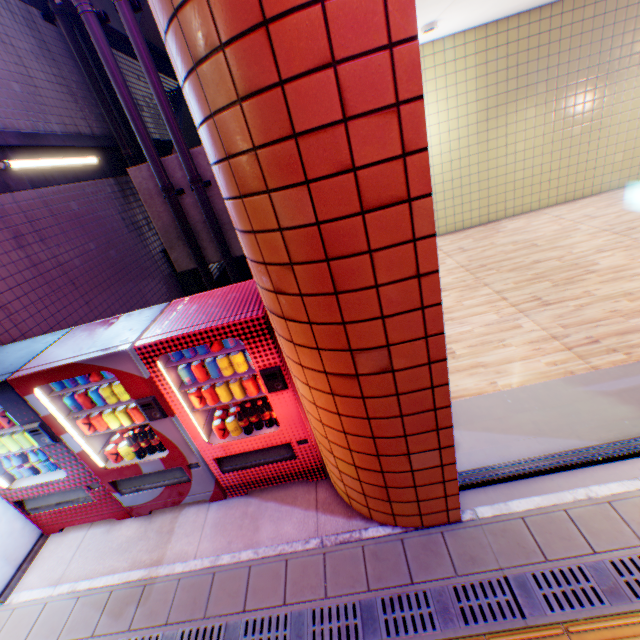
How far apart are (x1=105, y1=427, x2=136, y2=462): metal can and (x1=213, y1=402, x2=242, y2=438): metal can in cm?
93

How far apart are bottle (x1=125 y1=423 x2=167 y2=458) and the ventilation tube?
5.8 meters

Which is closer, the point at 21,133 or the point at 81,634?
the point at 81,634

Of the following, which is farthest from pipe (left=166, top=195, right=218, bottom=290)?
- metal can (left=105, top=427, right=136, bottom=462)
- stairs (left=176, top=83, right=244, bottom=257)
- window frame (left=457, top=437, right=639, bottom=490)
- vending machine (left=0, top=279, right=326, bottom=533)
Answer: window frame (left=457, top=437, right=639, bottom=490)

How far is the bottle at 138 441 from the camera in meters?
3.2 m

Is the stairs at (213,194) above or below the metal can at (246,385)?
above

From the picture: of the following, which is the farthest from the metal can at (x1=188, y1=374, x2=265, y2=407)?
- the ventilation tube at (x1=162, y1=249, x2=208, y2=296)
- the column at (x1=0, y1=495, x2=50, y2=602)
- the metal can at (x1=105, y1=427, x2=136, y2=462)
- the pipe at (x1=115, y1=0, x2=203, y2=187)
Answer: the ventilation tube at (x1=162, y1=249, x2=208, y2=296)

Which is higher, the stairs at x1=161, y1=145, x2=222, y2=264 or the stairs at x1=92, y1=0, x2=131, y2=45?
the stairs at x1=92, y1=0, x2=131, y2=45
